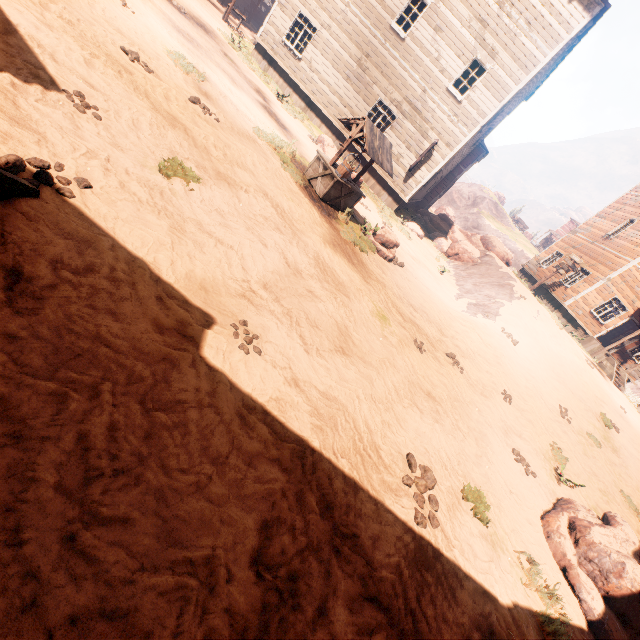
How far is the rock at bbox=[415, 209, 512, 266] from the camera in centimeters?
2061cm

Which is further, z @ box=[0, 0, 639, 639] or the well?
the well

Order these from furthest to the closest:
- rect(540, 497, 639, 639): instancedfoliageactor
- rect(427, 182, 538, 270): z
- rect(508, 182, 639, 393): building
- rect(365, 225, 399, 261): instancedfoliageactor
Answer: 1. rect(427, 182, 538, 270): z
2. rect(508, 182, 639, 393): building
3. rect(365, 225, 399, 261): instancedfoliageactor
4. rect(540, 497, 639, 639): instancedfoliageactor

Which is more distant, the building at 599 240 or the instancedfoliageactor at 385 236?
the building at 599 240

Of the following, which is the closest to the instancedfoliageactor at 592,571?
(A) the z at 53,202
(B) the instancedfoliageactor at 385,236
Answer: (A) the z at 53,202

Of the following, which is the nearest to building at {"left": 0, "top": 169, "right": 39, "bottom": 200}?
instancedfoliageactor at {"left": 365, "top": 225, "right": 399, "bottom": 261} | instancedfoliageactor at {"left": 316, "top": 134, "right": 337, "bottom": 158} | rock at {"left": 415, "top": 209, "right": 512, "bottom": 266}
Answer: rock at {"left": 415, "top": 209, "right": 512, "bottom": 266}

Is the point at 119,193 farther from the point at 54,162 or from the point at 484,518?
the point at 484,518

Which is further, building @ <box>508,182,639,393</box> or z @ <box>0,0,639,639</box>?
building @ <box>508,182,639,393</box>
